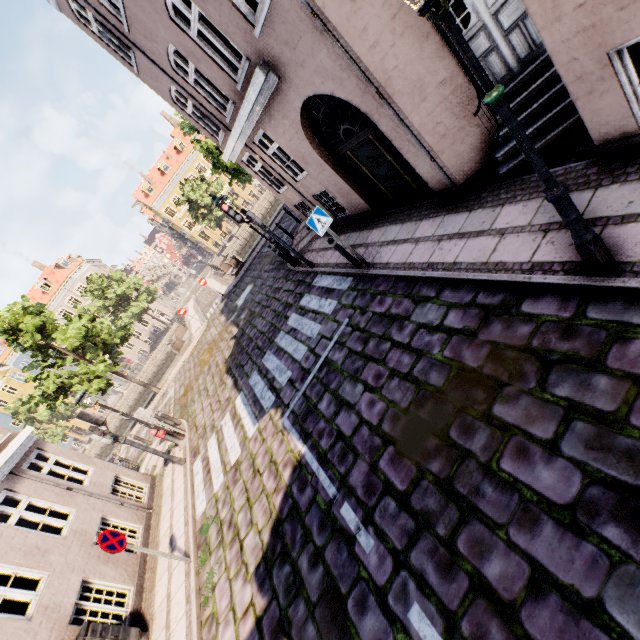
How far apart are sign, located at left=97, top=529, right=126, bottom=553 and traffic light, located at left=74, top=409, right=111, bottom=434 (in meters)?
3.76

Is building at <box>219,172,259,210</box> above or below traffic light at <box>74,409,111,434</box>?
below

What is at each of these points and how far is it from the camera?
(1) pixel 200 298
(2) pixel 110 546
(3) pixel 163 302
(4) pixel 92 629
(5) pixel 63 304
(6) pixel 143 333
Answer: (1) bridge, 32.06m
(2) sign, 6.02m
(3) building, 55.81m
(4) electrical box, 6.04m
(5) building, 44.00m
(6) building, 48.44m

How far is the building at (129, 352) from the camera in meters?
47.9 m

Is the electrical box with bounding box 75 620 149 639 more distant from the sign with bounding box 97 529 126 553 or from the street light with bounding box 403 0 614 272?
the street light with bounding box 403 0 614 272

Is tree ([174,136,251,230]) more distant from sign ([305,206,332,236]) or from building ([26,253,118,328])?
sign ([305,206,332,236])

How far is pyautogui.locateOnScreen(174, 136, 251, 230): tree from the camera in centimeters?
2016cm

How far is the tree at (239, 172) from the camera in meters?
20.2
